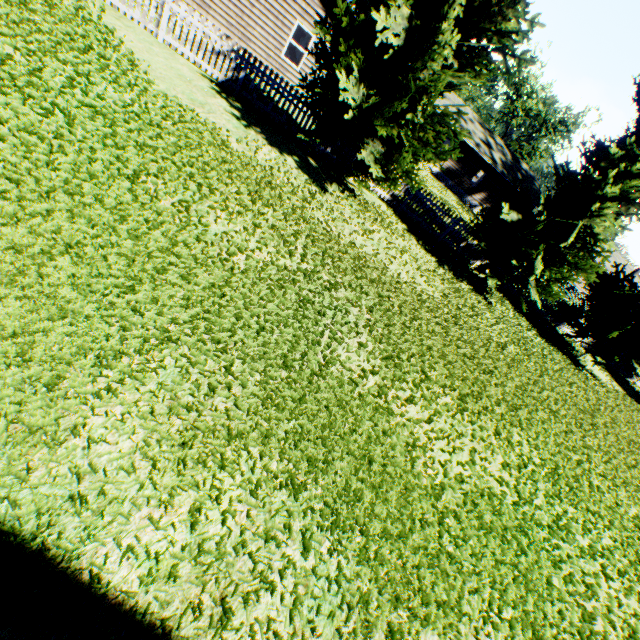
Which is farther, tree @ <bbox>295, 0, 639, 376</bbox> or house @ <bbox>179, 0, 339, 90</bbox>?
house @ <bbox>179, 0, 339, 90</bbox>

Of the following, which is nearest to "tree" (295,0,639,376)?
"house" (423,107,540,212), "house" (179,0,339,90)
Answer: "house" (179,0,339,90)

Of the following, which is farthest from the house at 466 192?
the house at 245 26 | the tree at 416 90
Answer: the tree at 416 90

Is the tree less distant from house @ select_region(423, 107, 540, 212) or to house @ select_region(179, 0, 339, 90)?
house @ select_region(179, 0, 339, 90)

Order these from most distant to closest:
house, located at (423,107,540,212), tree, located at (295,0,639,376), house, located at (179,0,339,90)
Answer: house, located at (423,107,540,212) → house, located at (179,0,339,90) → tree, located at (295,0,639,376)

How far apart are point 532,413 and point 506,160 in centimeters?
3556cm

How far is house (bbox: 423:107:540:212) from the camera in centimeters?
3169cm
